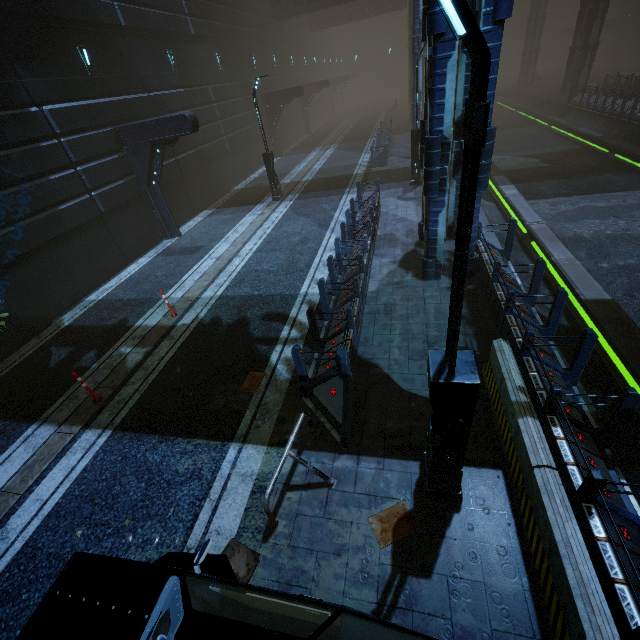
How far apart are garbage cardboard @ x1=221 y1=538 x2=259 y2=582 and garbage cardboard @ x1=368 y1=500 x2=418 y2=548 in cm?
160

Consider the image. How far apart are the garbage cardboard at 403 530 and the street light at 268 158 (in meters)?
16.80

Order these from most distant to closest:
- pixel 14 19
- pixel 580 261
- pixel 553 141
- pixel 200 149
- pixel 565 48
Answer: pixel 565 48
pixel 553 141
pixel 200 149
pixel 14 19
pixel 580 261

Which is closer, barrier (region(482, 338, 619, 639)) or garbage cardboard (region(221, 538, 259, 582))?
barrier (region(482, 338, 619, 639))

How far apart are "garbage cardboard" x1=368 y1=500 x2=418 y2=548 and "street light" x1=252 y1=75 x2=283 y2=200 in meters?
16.8

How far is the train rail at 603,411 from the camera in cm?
583

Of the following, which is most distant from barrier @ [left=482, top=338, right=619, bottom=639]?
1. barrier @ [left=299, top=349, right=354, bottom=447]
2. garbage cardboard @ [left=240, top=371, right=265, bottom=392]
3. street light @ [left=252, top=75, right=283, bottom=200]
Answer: street light @ [left=252, top=75, right=283, bottom=200]

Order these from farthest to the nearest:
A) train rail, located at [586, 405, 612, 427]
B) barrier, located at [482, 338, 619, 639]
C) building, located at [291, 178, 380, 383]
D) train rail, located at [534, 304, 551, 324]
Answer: train rail, located at [534, 304, 551, 324] < building, located at [291, 178, 380, 383] < train rail, located at [586, 405, 612, 427] < barrier, located at [482, 338, 619, 639]
